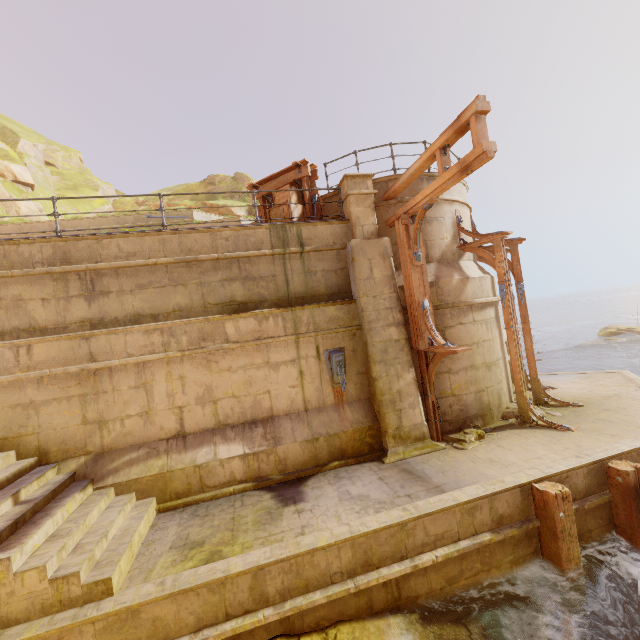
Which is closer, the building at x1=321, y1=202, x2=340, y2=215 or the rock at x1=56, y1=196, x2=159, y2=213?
the building at x1=321, y1=202, x2=340, y2=215

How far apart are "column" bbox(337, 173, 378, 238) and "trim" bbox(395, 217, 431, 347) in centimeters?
42cm

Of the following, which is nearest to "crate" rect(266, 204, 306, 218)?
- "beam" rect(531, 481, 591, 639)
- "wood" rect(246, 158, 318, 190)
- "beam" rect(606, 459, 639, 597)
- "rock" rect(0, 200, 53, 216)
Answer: "wood" rect(246, 158, 318, 190)

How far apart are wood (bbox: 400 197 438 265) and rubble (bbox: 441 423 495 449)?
4.2 meters

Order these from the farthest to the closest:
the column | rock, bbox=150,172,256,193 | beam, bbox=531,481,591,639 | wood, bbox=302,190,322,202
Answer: rock, bbox=150,172,256,193 < wood, bbox=302,190,322,202 < the column < beam, bbox=531,481,591,639

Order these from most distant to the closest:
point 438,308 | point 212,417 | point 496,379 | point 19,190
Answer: point 19,190
point 496,379
point 438,308
point 212,417

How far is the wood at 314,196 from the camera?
→ 9.30m

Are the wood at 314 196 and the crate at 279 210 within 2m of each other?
yes
